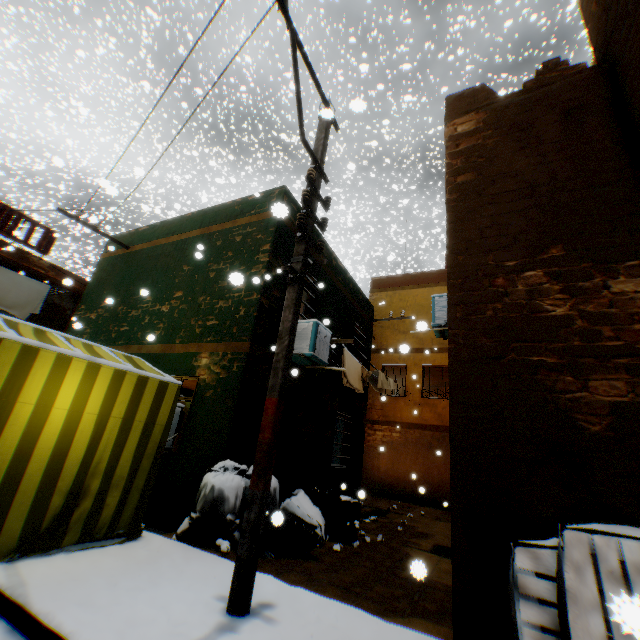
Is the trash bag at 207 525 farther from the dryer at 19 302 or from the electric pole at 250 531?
the dryer at 19 302

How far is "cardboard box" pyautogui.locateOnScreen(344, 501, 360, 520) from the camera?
7.5m

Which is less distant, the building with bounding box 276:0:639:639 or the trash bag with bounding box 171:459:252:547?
the building with bounding box 276:0:639:639

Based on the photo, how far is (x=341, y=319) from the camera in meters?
10.1

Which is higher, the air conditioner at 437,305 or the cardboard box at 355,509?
the air conditioner at 437,305

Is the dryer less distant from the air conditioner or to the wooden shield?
the wooden shield

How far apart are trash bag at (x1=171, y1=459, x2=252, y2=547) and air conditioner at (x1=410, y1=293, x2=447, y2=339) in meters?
2.0 m

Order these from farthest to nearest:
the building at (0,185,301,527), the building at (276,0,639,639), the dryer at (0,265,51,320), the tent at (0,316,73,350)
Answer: the dryer at (0,265,51,320)
the building at (0,185,301,527)
the tent at (0,316,73,350)
the building at (276,0,639,639)
